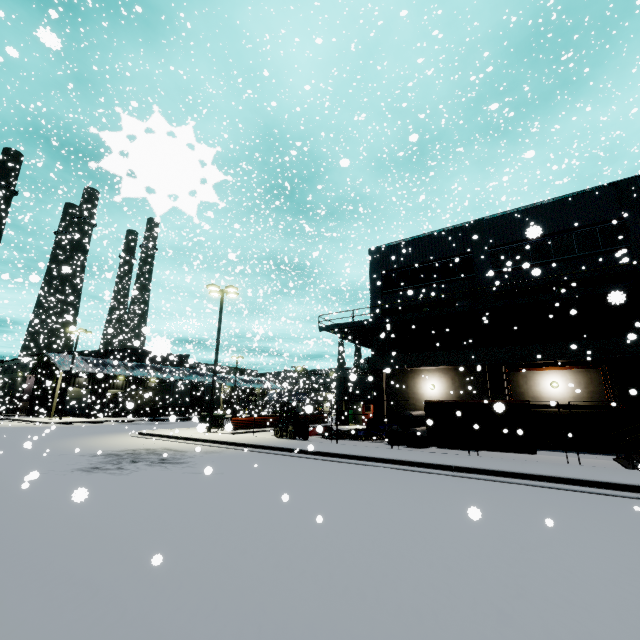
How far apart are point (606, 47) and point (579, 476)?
25.1m

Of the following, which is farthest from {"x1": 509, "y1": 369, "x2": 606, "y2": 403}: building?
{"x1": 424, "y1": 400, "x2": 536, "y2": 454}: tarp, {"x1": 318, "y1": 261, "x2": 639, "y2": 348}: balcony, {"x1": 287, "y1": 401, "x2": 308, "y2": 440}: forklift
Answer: {"x1": 287, "y1": 401, "x2": 308, "y2": 440}: forklift

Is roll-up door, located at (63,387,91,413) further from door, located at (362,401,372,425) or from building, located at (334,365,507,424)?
door, located at (362,401,372,425)

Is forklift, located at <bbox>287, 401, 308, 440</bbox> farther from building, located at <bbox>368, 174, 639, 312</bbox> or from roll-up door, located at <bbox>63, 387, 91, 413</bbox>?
roll-up door, located at <bbox>63, 387, 91, 413</bbox>

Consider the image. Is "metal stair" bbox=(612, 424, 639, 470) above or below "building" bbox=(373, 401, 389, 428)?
below

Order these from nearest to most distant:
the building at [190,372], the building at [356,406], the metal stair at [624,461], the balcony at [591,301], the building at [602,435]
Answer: the metal stair at [624,461] < the balcony at [591,301] < the building at [602,435] < the building at [356,406] < the building at [190,372]

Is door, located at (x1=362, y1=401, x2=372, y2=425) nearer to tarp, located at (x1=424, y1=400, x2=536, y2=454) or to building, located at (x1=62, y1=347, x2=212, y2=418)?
building, located at (x1=62, y1=347, x2=212, y2=418)

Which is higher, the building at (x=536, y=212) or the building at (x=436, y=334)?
the building at (x=536, y=212)
